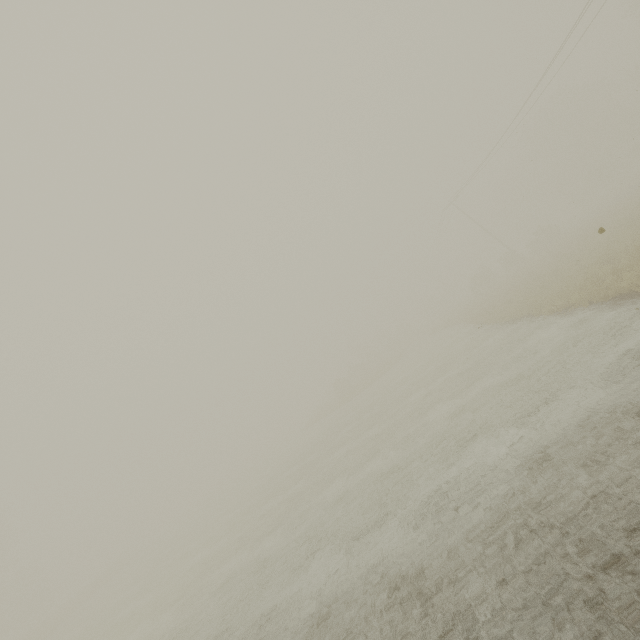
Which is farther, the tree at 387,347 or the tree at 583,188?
the tree at 387,347

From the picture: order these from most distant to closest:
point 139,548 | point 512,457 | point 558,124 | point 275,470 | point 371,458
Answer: point 139,548 → point 558,124 → point 275,470 → point 371,458 → point 512,457

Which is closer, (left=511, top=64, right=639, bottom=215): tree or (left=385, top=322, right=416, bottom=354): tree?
(left=511, top=64, right=639, bottom=215): tree

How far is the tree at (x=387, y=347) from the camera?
55.9 meters

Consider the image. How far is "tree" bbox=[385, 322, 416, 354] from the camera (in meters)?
55.92
